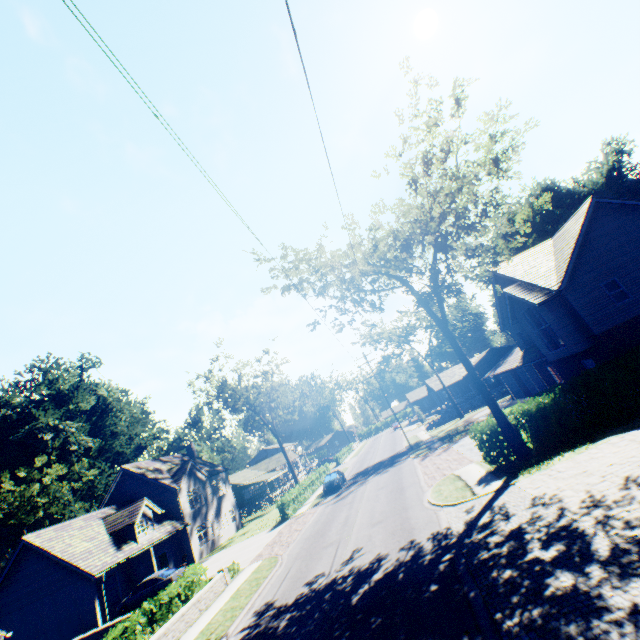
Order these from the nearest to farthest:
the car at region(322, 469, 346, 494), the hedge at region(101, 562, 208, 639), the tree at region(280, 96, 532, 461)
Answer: the hedge at region(101, 562, 208, 639)
the tree at region(280, 96, 532, 461)
the car at region(322, 469, 346, 494)

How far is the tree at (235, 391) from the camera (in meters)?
44.62

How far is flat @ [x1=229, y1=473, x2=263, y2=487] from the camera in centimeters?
5245cm

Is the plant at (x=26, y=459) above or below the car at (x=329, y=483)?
above

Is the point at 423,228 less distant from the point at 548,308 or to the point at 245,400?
the point at 548,308

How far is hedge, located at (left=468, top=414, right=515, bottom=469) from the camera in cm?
1575

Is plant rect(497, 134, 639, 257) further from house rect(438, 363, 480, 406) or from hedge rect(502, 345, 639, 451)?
house rect(438, 363, 480, 406)

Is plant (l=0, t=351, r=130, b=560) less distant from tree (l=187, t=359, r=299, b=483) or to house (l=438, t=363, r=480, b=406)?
tree (l=187, t=359, r=299, b=483)
